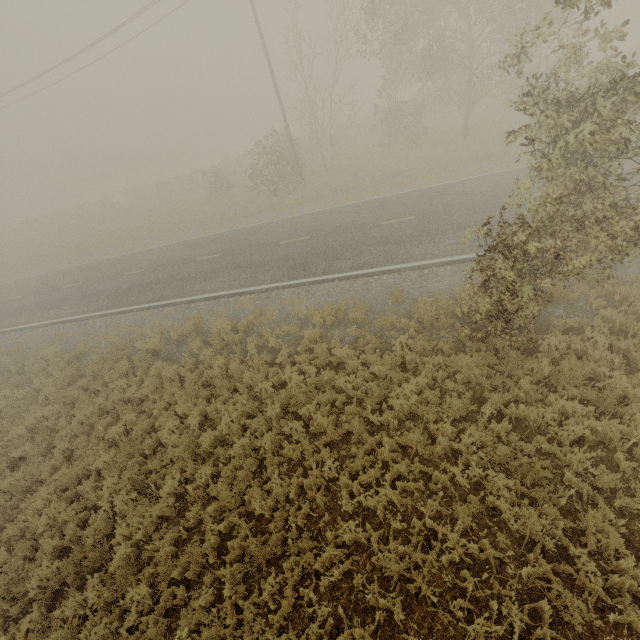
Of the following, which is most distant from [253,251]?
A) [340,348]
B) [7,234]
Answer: [7,234]
